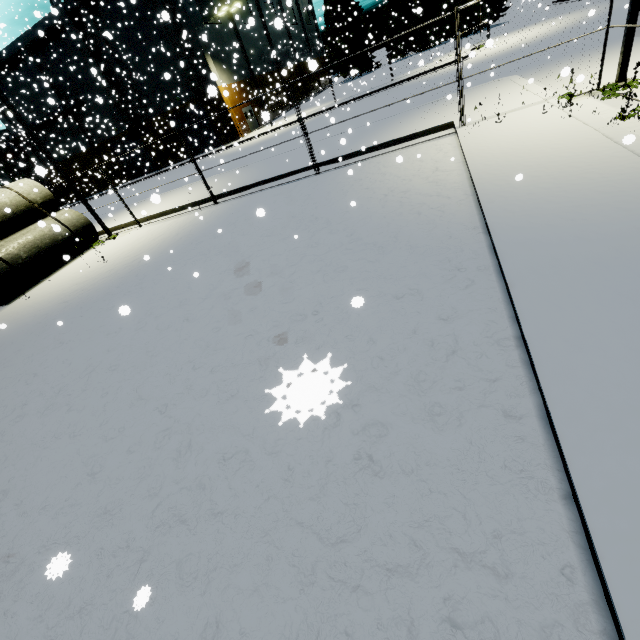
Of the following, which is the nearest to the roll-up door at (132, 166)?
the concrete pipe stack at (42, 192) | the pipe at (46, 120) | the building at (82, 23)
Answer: the building at (82, 23)

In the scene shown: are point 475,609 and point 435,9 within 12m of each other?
no

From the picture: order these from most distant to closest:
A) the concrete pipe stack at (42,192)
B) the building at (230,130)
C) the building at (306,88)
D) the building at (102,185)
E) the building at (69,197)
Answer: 1. the building at (306,88)
2. the building at (69,197)
3. the building at (102,185)
4. the building at (230,130)
5. the concrete pipe stack at (42,192)

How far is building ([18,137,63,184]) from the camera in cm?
2465

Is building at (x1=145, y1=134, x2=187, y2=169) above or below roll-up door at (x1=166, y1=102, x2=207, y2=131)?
below

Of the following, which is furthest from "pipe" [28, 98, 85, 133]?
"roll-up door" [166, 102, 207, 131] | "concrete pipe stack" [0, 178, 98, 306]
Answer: "concrete pipe stack" [0, 178, 98, 306]

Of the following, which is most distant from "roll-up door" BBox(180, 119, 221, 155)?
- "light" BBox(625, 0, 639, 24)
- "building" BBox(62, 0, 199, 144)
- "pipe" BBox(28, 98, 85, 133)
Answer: "light" BBox(625, 0, 639, 24)

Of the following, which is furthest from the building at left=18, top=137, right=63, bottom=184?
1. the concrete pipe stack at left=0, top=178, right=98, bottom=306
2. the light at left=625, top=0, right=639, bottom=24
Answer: the light at left=625, top=0, right=639, bottom=24
